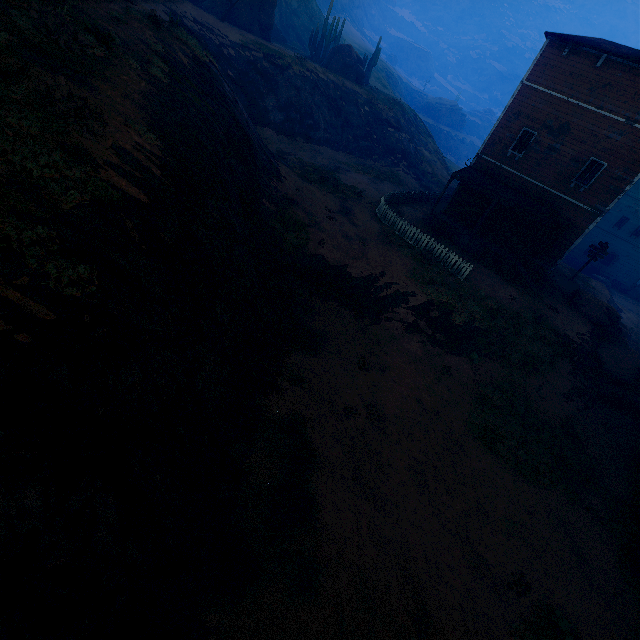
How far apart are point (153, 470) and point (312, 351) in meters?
7.7 m

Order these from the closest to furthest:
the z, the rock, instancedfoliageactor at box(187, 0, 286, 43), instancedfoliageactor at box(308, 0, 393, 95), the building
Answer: the z < the building < the rock < instancedfoliageactor at box(187, 0, 286, 43) < instancedfoliageactor at box(308, 0, 393, 95)

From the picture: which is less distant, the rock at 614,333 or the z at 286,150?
the z at 286,150

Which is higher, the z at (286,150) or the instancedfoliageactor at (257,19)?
the instancedfoliageactor at (257,19)

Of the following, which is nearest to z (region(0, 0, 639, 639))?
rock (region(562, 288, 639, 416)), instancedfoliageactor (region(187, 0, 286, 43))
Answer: rock (region(562, 288, 639, 416))

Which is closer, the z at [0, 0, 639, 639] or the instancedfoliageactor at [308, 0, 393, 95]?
the z at [0, 0, 639, 639]

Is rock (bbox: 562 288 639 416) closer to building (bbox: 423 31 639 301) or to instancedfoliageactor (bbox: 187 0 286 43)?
building (bbox: 423 31 639 301)
